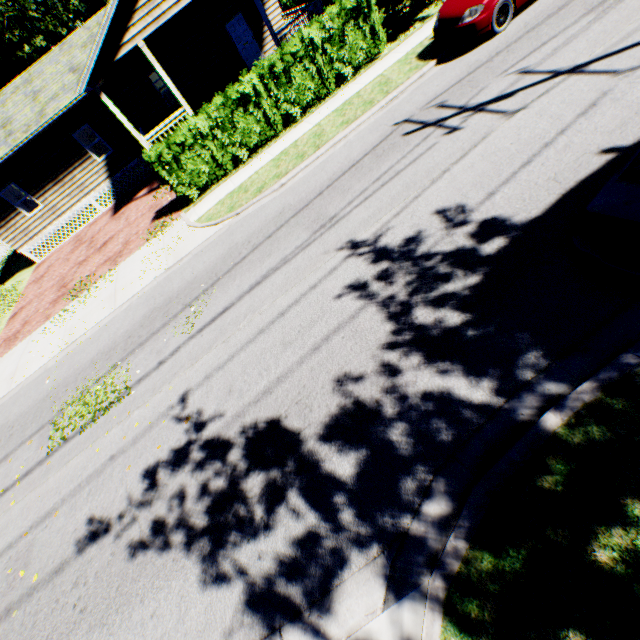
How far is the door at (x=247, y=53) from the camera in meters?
17.2

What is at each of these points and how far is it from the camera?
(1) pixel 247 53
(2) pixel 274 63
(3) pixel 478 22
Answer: (1) door, 18.1m
(2) hedge, 11.0m
(3) car, 8.5m

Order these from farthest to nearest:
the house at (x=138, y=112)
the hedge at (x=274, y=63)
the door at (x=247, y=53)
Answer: the door at (x=247, y=53), the house at (x=138, y=112), the hedge at (x=274, y=63)

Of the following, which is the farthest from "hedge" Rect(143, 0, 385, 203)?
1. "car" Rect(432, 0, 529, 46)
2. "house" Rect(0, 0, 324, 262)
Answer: "car" Rect(432, 0, 529, 46)

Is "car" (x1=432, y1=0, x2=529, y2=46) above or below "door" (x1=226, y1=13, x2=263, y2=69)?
below

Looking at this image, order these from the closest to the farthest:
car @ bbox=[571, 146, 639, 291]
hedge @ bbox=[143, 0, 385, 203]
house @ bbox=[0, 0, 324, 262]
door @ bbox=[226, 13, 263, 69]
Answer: car @ bbox=[571, 146, 639, 291], hedge @ bbox=[143, 0, 385, 203], house @ bbox=[0, 0, 324, 262], door @ bbox=[226, 13, 263, 69]

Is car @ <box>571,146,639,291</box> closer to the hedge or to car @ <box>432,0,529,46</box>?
car @ <box>432,0,529,46</box>

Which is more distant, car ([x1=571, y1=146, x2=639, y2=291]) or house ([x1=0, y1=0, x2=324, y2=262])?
house ([x1=0, y1=0, x2=324, y2=262])
